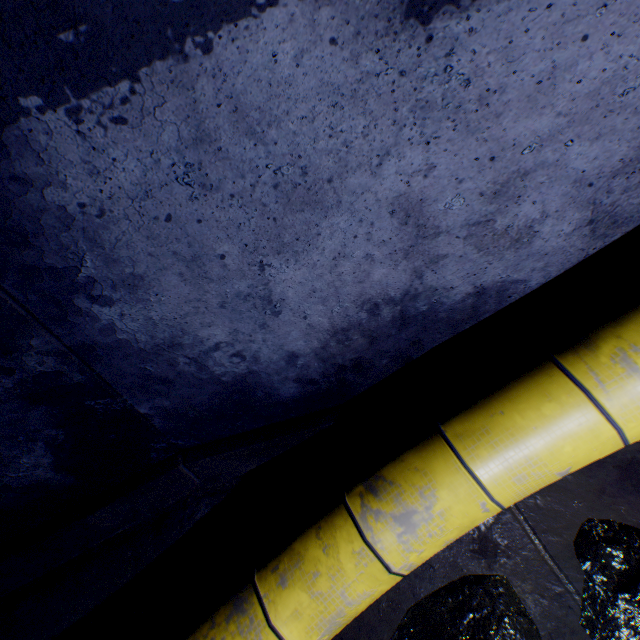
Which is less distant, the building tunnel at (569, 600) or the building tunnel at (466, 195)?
the building tunnel at (466, 195)

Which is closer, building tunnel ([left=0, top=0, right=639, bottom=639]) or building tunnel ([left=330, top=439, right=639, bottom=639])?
building tunnel ([left=0, top=0, right=639, bottom=639])

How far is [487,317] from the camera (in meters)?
1.47

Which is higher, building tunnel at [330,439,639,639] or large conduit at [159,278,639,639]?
large conduit at [159,278,639,639]

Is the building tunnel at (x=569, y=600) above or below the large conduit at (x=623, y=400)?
below

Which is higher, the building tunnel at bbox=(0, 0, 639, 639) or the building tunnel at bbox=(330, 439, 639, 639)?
the building tunnel at bbox=(0, 0, 639, 639)
